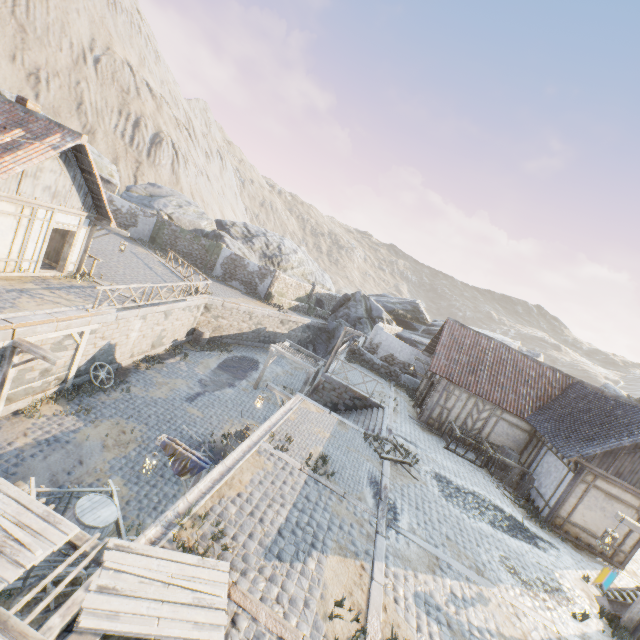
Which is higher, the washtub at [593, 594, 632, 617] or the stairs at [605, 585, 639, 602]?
the stairs at [605, 585, 639, 602]

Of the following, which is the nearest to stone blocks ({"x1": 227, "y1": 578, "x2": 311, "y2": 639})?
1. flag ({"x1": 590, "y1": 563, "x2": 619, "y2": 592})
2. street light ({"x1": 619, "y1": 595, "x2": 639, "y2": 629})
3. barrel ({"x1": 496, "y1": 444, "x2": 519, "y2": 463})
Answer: street light ({"x1": 619, "y1": 595, "x2": 639, "y2": 629})

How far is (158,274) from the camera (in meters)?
22.56

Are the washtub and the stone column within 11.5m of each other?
no

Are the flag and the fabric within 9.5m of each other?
yes

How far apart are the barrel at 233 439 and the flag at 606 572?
10.7 meters

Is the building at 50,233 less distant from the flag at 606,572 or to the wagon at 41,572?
the wagon at 41,572

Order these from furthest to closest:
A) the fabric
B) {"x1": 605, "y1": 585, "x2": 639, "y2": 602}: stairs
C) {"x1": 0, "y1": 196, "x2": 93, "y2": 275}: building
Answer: {"x1": 0, "y1": 196, "x2": 93, "y2": 275}: building → {"x1": 605, "y1": 585, "x2": 639, "y2": 602}: stairs → the fabric
